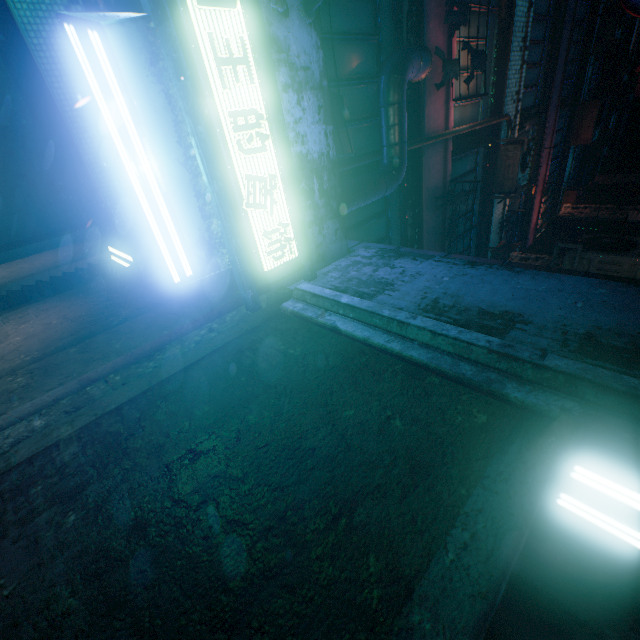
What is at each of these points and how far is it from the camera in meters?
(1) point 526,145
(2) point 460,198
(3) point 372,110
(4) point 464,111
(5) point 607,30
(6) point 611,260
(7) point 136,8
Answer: (1) air conditioner, 6.1
(2) laundry, 5.2
(3) window, 4.0
(4) window, 5.5
(5) air conditioner, 8.7
(6) air conditioner, 3.6
(7) window, 5.0

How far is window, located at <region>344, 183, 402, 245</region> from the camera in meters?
4.3 m

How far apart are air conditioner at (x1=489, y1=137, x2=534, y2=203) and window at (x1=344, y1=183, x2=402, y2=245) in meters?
3.3

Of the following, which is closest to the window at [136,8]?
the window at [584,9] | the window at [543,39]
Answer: the window at [543,39]

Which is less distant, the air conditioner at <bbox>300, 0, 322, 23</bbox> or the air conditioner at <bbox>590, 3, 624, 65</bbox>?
the air conditioner at <bbox>300, 0, 322, 23</bbox>

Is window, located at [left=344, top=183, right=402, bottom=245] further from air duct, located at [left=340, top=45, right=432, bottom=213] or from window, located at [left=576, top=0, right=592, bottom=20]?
window, located at [left=576, top=0, right=592, bottom=20]

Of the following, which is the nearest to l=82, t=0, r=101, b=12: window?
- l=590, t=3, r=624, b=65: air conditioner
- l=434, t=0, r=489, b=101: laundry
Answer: l=434, t=0, r=489, b=101: laundry

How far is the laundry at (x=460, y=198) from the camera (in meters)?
5.18
